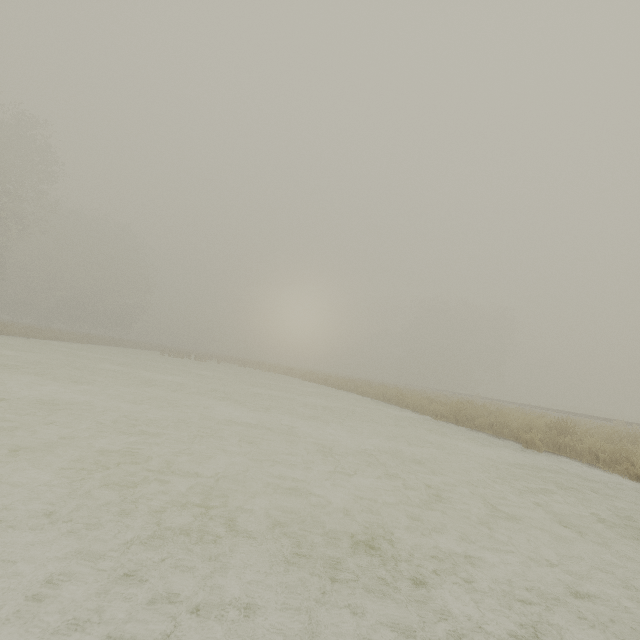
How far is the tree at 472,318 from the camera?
55.2 meters

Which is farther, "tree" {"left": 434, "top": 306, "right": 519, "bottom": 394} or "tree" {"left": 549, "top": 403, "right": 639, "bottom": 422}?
"tree" {"left": 434, "top": 306, "right": 519, "bottom": 394}

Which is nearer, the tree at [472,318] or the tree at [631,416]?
the tree at [631,416]

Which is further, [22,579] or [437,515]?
[437,515]

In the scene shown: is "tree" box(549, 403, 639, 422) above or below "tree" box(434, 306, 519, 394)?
below

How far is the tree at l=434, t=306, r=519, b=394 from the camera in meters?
55.2
